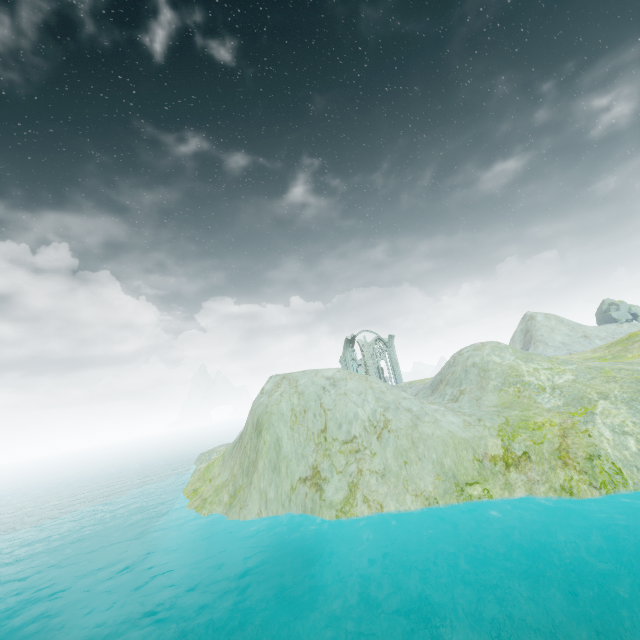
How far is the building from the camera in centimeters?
4991cm

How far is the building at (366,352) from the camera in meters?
49.9

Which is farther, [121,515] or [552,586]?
[121,515]
